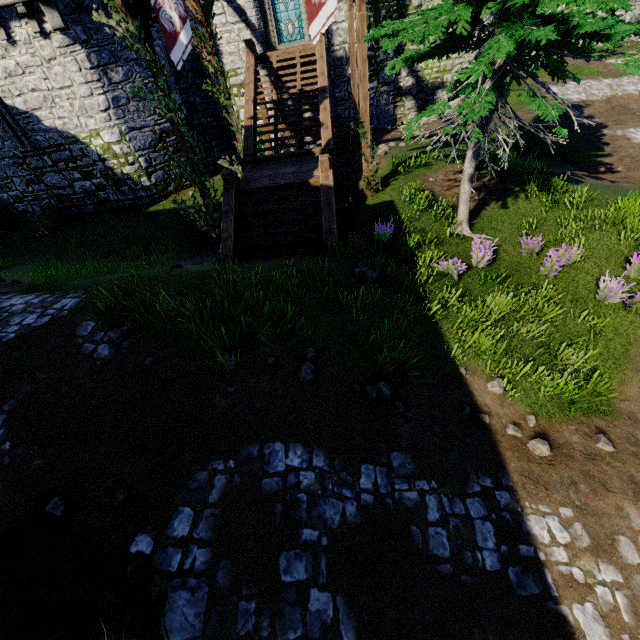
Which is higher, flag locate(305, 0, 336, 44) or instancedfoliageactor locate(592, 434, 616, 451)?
flag locate(305, 0, 336, 44)

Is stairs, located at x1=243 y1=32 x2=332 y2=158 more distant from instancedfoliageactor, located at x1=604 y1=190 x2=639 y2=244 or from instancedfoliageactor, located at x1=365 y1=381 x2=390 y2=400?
instancedfoliageactor, located at x1=365 y1=381 x2=390 y2=400

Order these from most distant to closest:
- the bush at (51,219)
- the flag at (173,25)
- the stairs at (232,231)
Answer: the bush at (51,219) < the stairs at (232,231) < the flag at (173,25)

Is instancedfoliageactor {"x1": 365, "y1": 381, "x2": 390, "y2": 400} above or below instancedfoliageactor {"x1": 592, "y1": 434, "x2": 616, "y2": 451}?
above

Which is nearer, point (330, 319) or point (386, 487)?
point (386, 487)

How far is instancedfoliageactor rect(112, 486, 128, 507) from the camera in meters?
3.9 m

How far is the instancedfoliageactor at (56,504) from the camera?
3.69m

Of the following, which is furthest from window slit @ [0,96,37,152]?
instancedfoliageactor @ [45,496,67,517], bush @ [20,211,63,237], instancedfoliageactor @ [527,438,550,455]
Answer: instancedfoliageactor @ [527,438,550,455]
